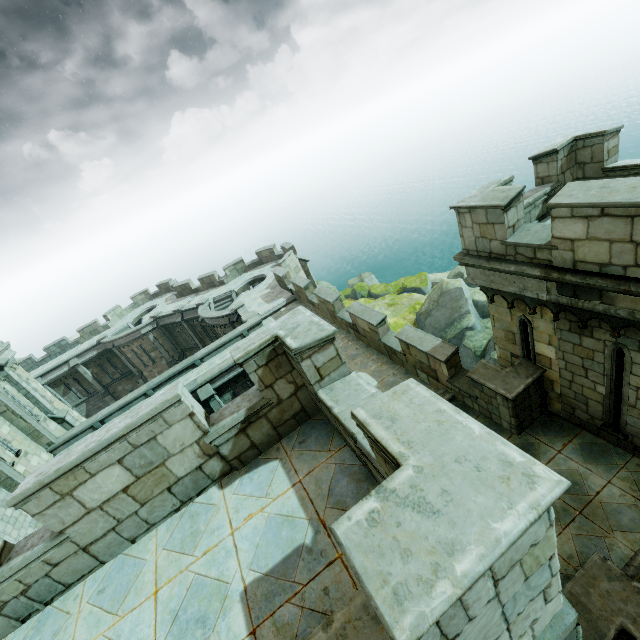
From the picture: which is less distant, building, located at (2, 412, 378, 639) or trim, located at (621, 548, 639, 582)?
building, located at (2, 412, 378, 639)

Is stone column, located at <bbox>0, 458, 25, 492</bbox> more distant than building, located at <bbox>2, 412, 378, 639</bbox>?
Yes

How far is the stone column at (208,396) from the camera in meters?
16.9 m

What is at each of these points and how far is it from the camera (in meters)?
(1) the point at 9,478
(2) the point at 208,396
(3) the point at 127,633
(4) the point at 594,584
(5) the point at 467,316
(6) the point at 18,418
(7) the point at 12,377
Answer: (1) stone column, 14.26
(2) stone column, 16.89
(3) building, 3.61
(4) wall trim, 5.35
(5) rock, 27.36
(6) stone column, 16.84
(7) stone column, 18.31

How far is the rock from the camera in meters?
25.2 m

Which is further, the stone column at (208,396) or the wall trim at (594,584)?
the stone column at (208,396)

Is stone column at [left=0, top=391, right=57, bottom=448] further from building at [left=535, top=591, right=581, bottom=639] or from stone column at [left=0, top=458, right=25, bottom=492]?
building at [left=535, top=591, right=581, bottom=639]

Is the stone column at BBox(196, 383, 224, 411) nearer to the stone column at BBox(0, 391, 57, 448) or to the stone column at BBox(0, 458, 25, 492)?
the stone column at BBox(0, 458, 25, 492)
